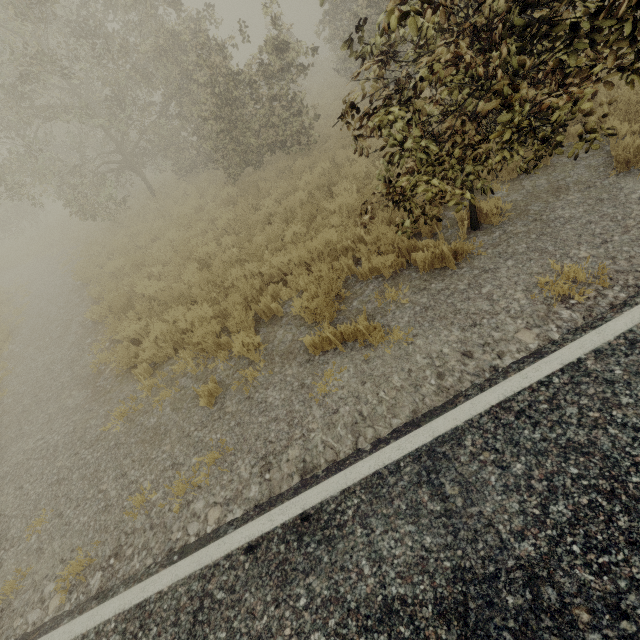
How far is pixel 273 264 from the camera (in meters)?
6.93
